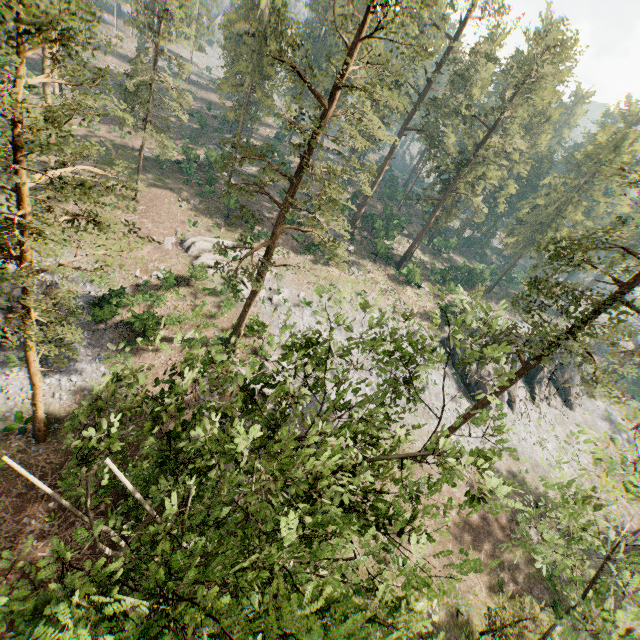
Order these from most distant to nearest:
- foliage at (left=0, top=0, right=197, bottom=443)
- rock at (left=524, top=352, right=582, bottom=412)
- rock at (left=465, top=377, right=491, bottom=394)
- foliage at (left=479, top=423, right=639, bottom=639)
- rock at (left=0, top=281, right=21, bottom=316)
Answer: rock at (left=524, top=352, right=582, bottom=412) → rock at (left=465, top=377, right=491, bottom=394) → rock at (left=0, top=281, right=21, bottom=316) → foliage at (left=479, top=423, right=639, bottom=639) → foliage at (left=0, top=0, right=197, bottom=443)

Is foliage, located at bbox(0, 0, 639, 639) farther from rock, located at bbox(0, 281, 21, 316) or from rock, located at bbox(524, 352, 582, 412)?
rock, located at bbox(0, 281, 21, 316)

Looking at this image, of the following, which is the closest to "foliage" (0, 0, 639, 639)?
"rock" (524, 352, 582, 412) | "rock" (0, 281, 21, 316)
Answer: "rock" (524, 352, 582, 412)

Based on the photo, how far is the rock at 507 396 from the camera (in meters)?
37.97

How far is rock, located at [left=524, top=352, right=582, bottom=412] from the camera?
42.3 meters

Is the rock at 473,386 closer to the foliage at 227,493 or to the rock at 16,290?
the foliage at 227,493

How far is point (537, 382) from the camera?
42.66m
